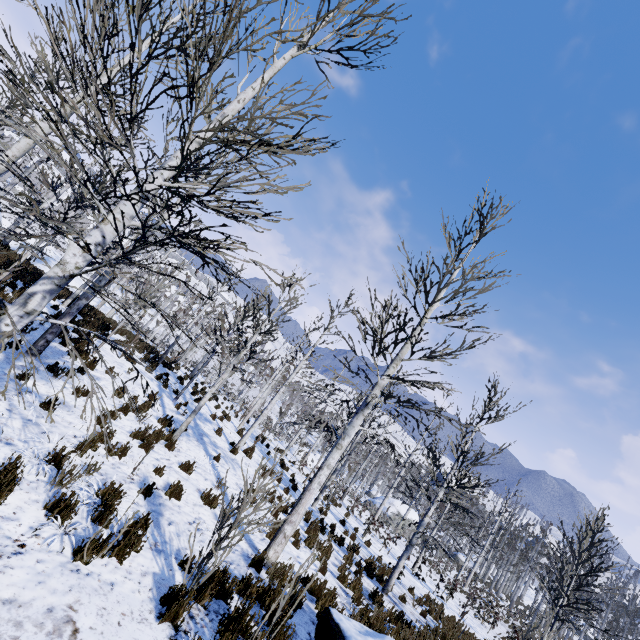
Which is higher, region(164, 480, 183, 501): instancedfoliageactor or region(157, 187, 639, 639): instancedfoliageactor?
region(157, 187, 639, 639): instancedfoliageactor

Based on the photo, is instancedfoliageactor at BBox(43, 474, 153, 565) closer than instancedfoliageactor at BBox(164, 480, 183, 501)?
Yes

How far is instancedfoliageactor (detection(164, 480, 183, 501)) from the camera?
6.95m

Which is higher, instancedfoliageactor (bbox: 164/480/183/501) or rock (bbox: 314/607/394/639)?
rock (bbox: 314/607/394/639)

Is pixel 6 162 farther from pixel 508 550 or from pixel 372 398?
pixel 508 550

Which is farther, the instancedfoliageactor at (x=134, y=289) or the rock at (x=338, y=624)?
the rock at (x=338, y=624)

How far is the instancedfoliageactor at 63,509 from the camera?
4.1m
